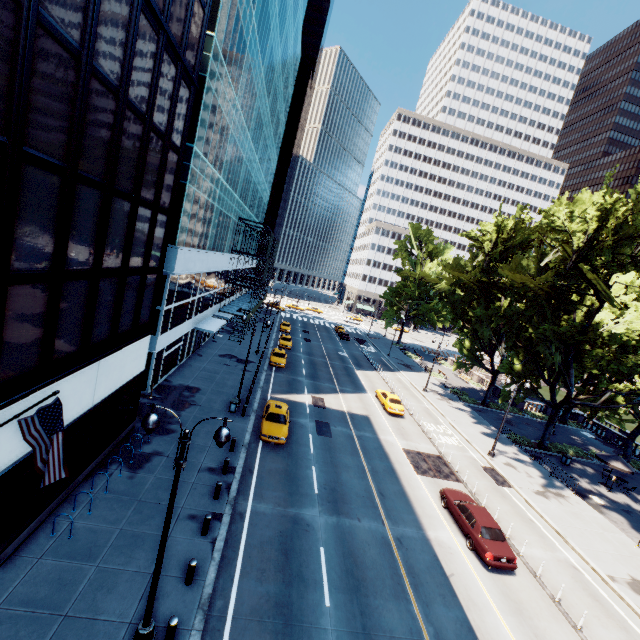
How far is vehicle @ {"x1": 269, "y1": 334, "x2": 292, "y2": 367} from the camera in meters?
36.6

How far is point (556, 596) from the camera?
15.34m

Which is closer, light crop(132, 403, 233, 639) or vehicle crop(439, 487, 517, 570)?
light crop(132, 403, 233, 639)

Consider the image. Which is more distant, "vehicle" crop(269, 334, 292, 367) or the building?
"vehicle" crop(269, 334, 292, 367)

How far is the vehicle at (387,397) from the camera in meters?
31.6 m

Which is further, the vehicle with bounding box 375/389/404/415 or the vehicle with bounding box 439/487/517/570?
the vehicle with bounding box 375/389/404/415

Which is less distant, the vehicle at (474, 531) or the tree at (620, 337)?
the vehicle at (474, 531)

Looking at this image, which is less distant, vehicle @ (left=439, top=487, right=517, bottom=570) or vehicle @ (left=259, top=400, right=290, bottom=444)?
vehicle @ (left=439, top=487, right=517, bottom=570)
